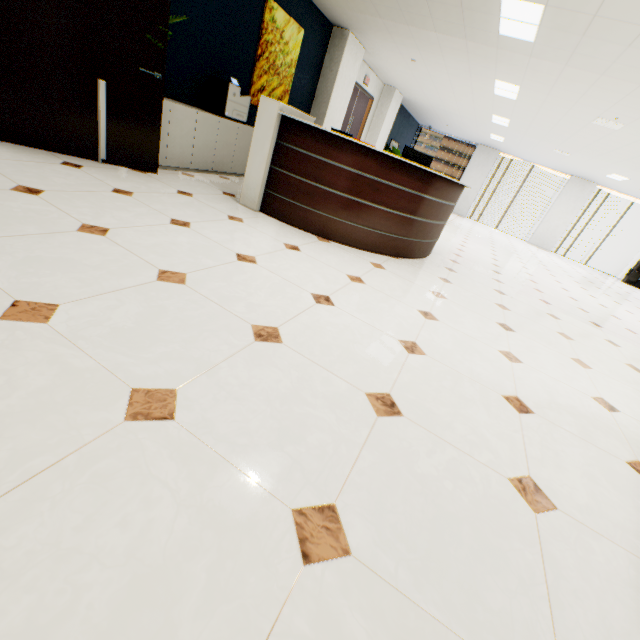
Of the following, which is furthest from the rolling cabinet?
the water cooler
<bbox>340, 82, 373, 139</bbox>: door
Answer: the water cooler

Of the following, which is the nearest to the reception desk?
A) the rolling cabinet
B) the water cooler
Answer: the rolling cabinet

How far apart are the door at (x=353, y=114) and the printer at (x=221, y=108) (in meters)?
4.15

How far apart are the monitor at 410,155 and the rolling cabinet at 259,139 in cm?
127

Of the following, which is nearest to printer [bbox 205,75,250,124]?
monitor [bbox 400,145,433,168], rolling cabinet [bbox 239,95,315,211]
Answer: rolling cabinet [bbox 239,95,315,211]

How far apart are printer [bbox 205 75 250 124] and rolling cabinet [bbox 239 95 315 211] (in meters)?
1.26

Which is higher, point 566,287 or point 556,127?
point 556,127

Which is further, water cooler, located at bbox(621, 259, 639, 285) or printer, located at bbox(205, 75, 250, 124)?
water cooler, located at bbox(621, 259, 639, 285)
